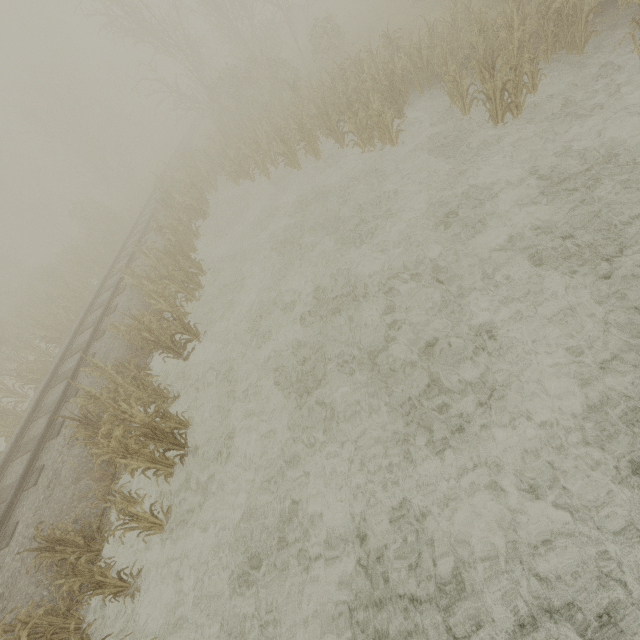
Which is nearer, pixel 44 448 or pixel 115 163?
pixel 44 448
